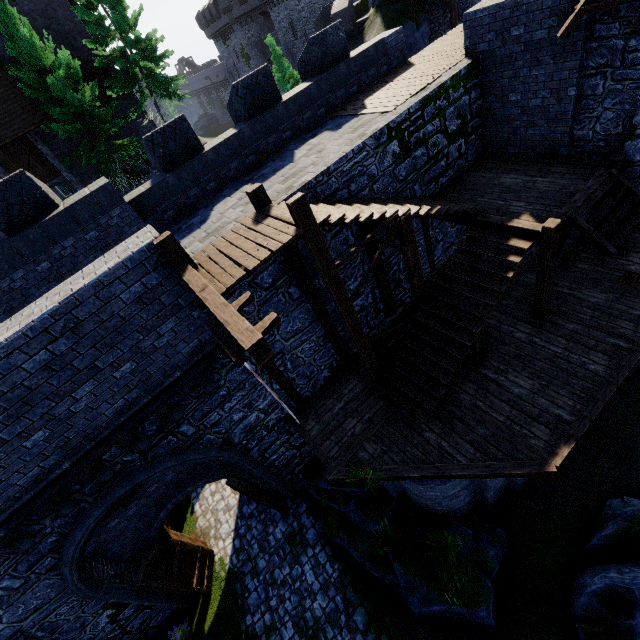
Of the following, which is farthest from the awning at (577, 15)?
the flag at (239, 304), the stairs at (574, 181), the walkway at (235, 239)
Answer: the flag at (239, 304)

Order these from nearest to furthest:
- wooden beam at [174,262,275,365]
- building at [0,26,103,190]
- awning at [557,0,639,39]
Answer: wooden beam at [174,262,275,365], awning at [557,0,639,39], building at [0,26,103,190]

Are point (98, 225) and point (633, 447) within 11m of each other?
no

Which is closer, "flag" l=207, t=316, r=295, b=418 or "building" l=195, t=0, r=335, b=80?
"flag" l=207, t=316, r=295, b=418

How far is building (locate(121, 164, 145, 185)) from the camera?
25.34m

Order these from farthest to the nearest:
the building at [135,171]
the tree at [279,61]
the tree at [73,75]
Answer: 1. the tree at [279,61]
2. the building at [135,171]
3. the tree at [73,75]

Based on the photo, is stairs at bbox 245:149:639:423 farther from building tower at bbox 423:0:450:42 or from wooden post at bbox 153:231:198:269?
building tower at bbox 423:0:450:42

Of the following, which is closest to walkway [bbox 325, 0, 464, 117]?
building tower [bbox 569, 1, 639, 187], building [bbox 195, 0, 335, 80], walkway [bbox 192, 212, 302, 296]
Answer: building tower [bbox 569, 1, 639, 187]
